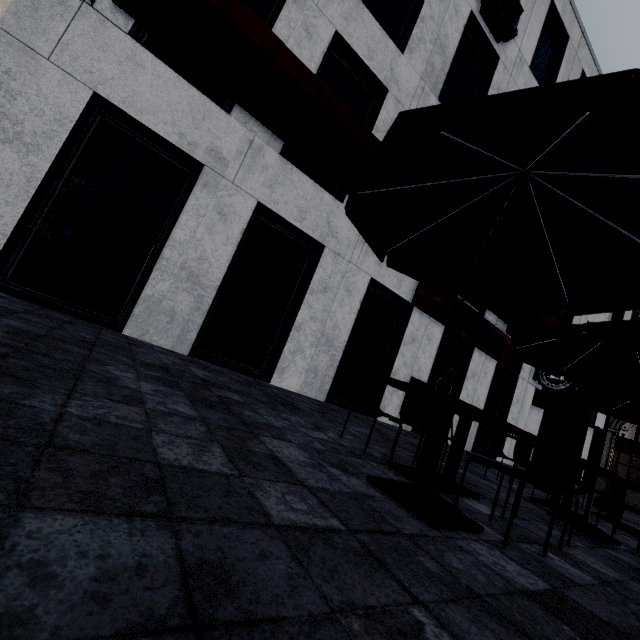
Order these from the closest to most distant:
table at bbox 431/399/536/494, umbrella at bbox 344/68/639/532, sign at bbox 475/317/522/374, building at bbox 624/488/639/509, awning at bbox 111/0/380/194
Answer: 1. umbrella at bbox 344/68/639/532
2. table at bbox 431/399/536/494
3. awning at bbox 111/0/380/194
4. sign at bbox 475/317/522/374
5. building at bbox 624/488/639/509

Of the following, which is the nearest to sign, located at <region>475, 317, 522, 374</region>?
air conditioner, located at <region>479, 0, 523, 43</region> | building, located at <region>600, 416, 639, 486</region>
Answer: air conditioner, located at <region>479, 0, 523, 43</region>

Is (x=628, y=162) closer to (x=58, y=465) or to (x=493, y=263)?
(x=493, y=263)

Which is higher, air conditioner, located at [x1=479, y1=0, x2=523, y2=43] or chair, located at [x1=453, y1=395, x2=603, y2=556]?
air conditioner, located at [x1=479, y1=0, x2=523, y2=43]

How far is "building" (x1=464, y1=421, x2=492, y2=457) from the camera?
9.90m

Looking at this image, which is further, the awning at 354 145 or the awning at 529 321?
the awning at 529 321

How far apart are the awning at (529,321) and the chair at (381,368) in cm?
437

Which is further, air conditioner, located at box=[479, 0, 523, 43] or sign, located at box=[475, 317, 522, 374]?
sign, located at box=[475, 317, 522, 374]
